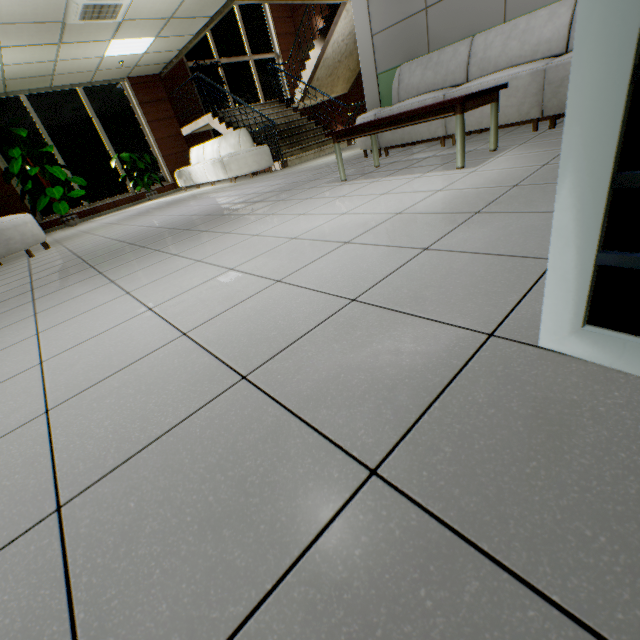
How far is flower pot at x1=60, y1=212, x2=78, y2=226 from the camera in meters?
8.8

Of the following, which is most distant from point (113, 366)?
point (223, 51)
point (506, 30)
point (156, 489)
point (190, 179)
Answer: point (223, 51)

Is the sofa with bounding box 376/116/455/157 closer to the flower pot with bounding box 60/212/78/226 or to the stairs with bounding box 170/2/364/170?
the stairs with bounding box 170/2/364/170

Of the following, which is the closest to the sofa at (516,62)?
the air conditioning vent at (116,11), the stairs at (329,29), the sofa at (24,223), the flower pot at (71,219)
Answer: the stairs at (329,29)

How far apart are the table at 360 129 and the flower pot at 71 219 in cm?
871

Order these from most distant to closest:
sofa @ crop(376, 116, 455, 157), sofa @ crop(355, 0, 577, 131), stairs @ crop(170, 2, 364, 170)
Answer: stairs @ crop(170, 2, 364, 170), sofa @ crop(376, 116, 455, 157), sofa @ crop(355, 0, 577, 131)

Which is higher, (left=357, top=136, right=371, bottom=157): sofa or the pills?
the pills

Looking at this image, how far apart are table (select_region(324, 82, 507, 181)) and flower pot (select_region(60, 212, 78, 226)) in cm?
871
